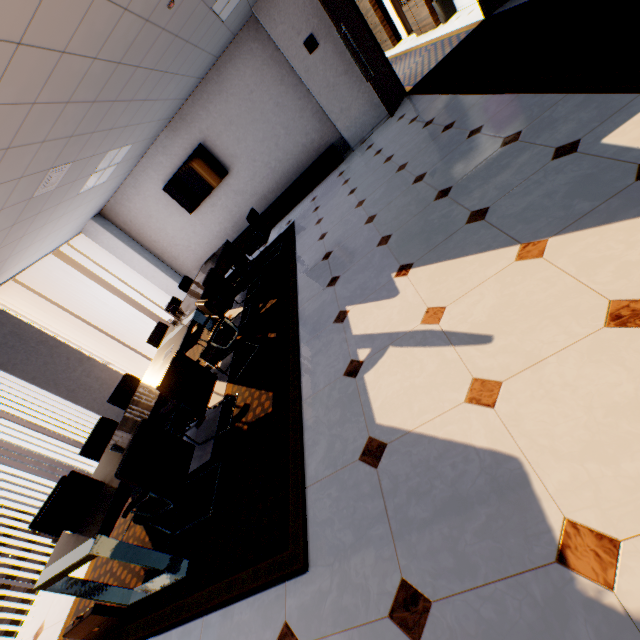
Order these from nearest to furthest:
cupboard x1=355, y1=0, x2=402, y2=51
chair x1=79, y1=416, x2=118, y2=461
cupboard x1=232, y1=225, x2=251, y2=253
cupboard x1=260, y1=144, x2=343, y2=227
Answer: chair x1=79, y1=416, x2=118, y2=461
cupboard x1=260, y1=144, x2=343, y2=227
cupboard x1=232, y1=225, x2=251, y2=253
cupboard x1=355, y1=0, x2=402, y2=51

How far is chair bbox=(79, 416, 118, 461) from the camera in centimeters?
347cm

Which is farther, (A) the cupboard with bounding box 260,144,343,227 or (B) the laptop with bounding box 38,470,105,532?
(A) the cupboard with bounding box 260,144,343,227

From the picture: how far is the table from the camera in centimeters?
222cm

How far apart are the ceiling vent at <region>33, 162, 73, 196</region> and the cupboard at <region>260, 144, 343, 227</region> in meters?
4.0

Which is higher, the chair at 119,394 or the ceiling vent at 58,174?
the ceiling vent at 58,174

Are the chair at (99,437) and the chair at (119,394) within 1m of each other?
yes

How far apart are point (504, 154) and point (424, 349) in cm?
218
